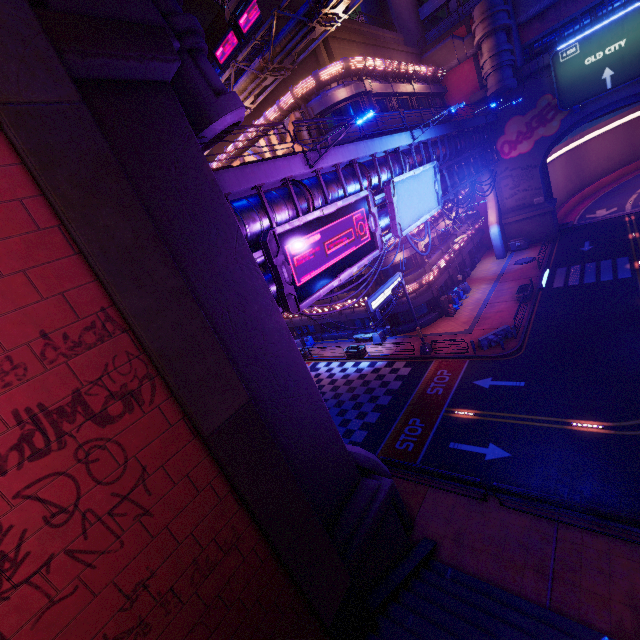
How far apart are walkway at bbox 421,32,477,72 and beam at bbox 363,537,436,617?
47.13m

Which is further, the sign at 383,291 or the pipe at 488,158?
the pipe at 488,158

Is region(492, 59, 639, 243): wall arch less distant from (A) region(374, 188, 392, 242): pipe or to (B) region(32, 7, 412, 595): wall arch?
(A) region(374, 188, 392, 242): pipe

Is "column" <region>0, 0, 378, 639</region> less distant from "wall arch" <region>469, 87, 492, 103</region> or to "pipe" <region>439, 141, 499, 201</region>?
"pipe" <region>439, 141, 499, 201</region>

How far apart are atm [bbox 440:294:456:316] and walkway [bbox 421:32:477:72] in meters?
28.7 m

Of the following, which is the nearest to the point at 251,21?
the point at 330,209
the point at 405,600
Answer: the point at 330,209

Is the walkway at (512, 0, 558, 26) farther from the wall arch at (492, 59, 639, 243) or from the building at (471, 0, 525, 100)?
the wall arch at (492, 59, 639, 243)

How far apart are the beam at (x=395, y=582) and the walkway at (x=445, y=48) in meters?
47.1
